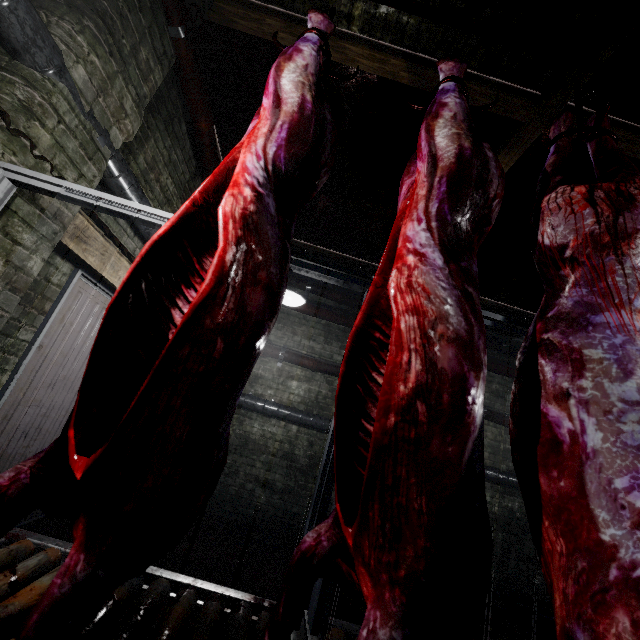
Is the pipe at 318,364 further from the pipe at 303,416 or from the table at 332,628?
the table at 332,628

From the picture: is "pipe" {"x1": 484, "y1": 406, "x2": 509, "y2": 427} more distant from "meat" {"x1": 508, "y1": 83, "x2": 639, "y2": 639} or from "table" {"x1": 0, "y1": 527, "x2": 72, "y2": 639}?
"table" {"x1": 0, "y1": 527, "x2": 72, "y2": 639}

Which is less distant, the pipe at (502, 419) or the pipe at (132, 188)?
the pipe at (132, 188)

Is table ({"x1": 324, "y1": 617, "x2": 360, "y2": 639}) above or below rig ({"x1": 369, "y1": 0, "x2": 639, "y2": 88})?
below

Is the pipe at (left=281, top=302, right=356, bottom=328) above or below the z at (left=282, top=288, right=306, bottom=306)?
above

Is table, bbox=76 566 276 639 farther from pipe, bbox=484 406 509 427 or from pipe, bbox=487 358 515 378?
pipe, bbox=487 358 515 378

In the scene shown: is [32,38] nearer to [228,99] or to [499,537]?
[228,99]

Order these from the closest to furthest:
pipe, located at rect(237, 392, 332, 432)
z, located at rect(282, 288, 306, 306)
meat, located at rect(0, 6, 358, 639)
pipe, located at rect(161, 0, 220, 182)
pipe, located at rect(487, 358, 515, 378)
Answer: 1. meat, located at rect(0, 6, 358, 639)
2. pipe, located at rect(161, 0, 220, 182)
3. z, located at rect(282, 288, 306, 306)
4. pipe, located at rect(237, 392, 332, 432)
5. pipe, located at rect(487, 358, 515, 378)
